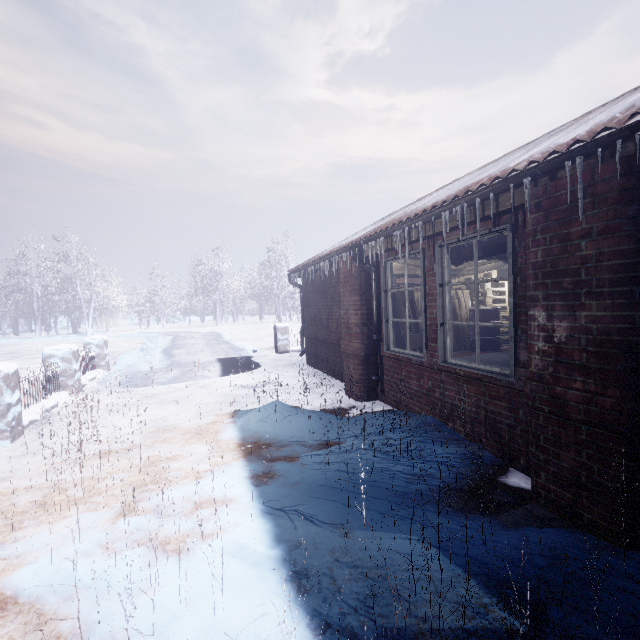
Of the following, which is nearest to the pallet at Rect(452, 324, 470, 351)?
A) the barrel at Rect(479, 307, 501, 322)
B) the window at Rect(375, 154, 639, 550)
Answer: the barrel at Rect(479, 307, 501, 322)

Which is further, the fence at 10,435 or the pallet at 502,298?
the pallet at 502,298

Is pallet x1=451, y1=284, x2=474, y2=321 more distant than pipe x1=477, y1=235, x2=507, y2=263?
Yes

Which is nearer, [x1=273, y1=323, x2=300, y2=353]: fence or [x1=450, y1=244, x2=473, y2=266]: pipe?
[x1=450, y1=244, x2=473, y2=266]: pipe

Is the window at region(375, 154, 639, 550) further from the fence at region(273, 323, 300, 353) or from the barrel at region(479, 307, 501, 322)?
the fence at region(273, 323, 300, 353)

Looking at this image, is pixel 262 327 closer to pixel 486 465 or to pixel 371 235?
pixel 371 235

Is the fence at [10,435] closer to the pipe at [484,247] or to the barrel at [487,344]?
the pipe at [484,247]

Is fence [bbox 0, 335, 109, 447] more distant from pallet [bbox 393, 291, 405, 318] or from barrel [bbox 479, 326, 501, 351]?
barrel [bbox 479, 326, 501, 351]
